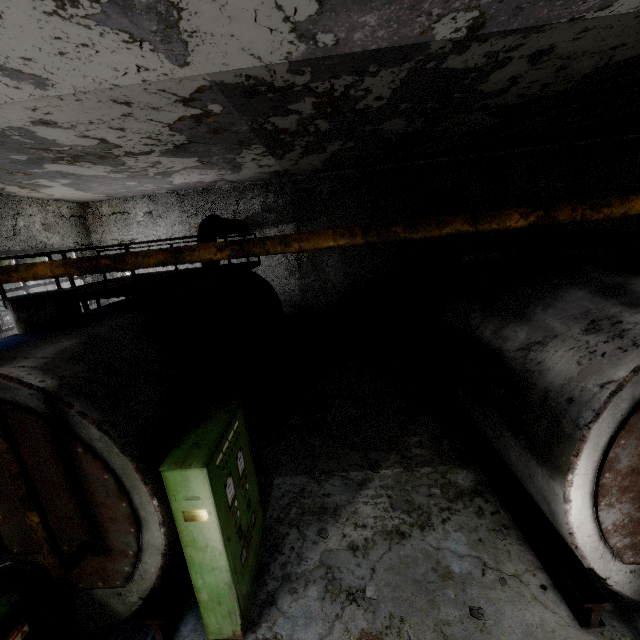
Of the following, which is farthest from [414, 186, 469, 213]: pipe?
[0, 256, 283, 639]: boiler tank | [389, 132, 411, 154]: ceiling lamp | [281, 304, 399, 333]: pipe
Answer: [0, 256, 283, 639]: boiler tank

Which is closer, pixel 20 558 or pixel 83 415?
pixel 83 415

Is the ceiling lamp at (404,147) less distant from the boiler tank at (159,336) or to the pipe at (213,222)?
the boiler tank at (159,336)

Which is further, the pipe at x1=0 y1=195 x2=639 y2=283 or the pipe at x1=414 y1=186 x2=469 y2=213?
the pipe at x1=414 y1=186 x2=469 y2=213

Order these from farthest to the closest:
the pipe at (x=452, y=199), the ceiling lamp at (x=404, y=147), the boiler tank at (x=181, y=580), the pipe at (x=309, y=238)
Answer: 1. the pipe at (x=452, y=199)
2. the ceiling lamp at (x=404, y=147)
3. the boiler tank at (x=181, y=580)
4. the pipe at (x=309, y=238)

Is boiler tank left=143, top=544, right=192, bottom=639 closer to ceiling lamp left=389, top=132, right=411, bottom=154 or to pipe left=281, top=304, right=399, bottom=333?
pipe left=281, top=304, right=399, bottom=333

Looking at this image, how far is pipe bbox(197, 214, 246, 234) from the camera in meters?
9.8

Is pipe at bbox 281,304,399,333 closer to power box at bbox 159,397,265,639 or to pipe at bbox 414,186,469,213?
pipe at bbox 414,186,469,213
